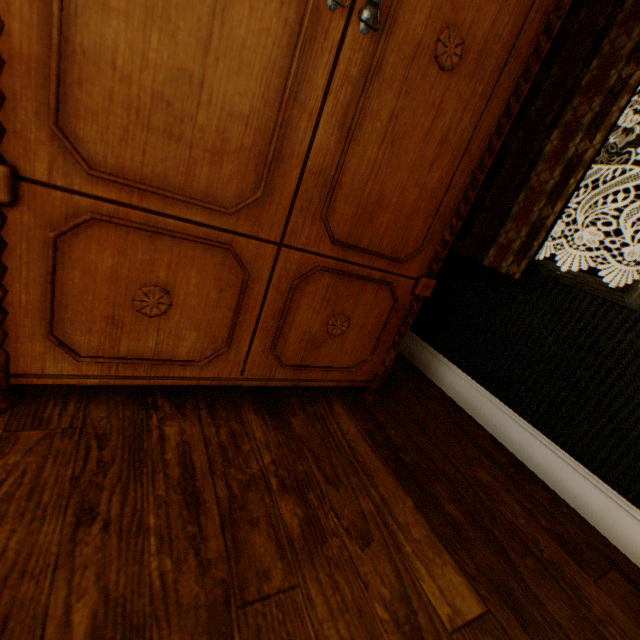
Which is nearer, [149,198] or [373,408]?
[149,198]
